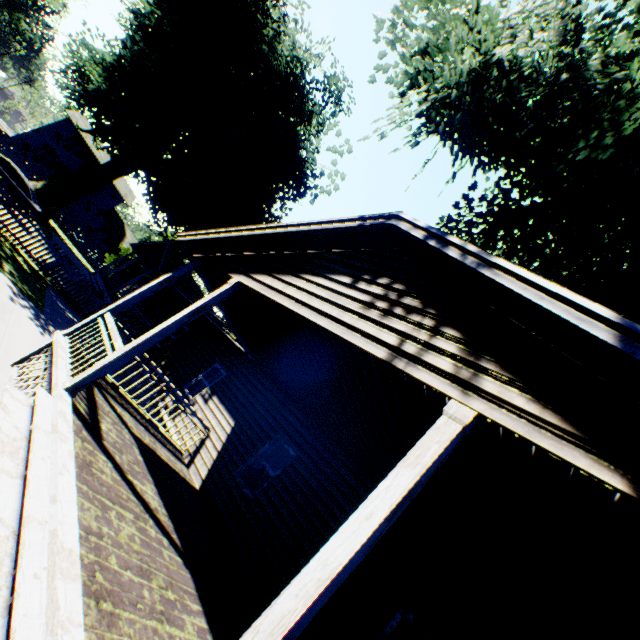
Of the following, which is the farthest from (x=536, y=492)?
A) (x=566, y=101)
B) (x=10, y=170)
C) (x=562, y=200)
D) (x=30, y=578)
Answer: (x=10, y=170)

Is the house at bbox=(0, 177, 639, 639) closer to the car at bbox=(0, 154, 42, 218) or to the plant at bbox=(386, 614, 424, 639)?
the plant at bbox=(386, 614, 424, 639)

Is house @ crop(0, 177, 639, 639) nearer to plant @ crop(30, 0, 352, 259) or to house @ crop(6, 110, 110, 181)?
plant @ crop(30, 0, 352, 259)

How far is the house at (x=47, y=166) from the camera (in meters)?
36.47

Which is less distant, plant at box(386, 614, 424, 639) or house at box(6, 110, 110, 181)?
plant at box(386, 614, 424, 639)

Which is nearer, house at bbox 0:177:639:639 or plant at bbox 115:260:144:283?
house at bbox 0:177:639:639

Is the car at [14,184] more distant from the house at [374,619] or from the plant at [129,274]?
the plant at [129,274]
